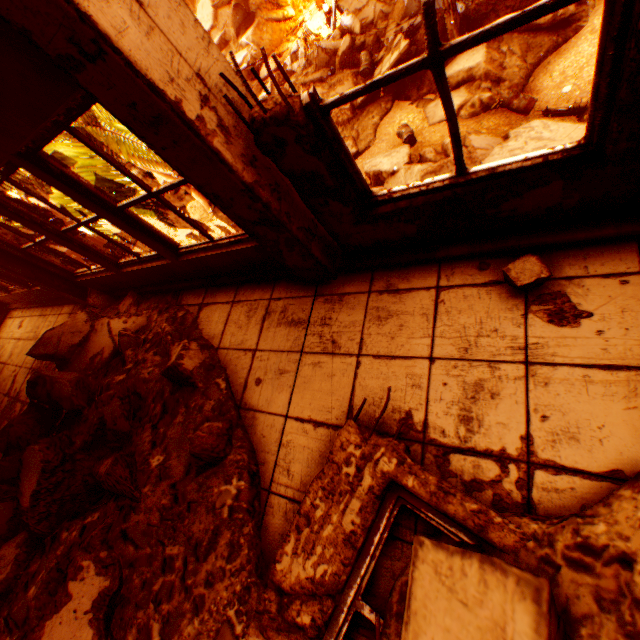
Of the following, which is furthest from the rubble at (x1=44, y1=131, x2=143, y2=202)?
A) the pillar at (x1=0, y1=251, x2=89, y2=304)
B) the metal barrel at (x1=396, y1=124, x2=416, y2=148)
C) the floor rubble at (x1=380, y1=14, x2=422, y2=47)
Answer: the floor rubble at (x1=380, y1=14, x2=422, y2=47)

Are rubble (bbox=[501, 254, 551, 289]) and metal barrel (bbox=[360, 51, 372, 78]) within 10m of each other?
no

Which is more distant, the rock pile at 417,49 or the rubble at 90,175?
the rock pile at 417,49

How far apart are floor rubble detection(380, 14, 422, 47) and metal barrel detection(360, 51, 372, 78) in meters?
1.2 m

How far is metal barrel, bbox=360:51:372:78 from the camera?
14.0 meters

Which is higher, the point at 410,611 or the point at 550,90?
the point at 410,611

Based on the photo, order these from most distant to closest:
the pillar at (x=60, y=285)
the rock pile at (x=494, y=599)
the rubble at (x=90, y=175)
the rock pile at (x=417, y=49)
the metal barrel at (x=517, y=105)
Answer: the rock pile at (x=417, y=49)
the metal barrel at (x=517, y=105)
the rubble at (x=90, y=175)
the pillar at (x=60, y=285)
the rock pile at (x=494, y=599)

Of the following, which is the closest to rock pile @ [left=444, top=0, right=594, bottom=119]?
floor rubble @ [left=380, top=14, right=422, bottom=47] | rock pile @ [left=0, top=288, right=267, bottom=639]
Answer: floor rubble @ [left=380, top=14, right=422, bottom=47]
